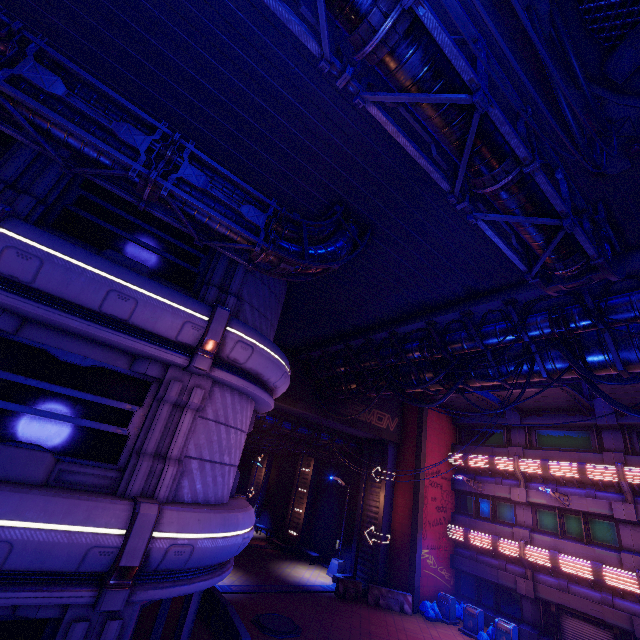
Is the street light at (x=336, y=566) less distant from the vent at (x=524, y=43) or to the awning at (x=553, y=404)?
the awning at (x=553, y=404)

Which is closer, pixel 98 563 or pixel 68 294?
pixel 98 563

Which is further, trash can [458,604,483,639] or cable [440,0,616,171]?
trash can [458,604,483,639]

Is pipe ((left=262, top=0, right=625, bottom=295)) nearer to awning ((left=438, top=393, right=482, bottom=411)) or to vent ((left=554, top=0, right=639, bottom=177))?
vent ((left=554, top=0, right=639, bottom=177))

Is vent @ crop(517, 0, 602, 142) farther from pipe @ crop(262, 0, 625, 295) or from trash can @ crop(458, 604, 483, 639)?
trash can @ crop(458, 604, 483, 639)

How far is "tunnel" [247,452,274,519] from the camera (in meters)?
34.14

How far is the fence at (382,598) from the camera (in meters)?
18.20

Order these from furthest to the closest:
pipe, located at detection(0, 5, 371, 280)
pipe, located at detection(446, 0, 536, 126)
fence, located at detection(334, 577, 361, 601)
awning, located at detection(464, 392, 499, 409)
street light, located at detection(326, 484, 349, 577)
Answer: street light, located at detection(326, 484, 349, 577)
awning, located at detection(464, 392, 499, 409)
fence, located at detection(334, 577, 361, 601)
pipe, located at detection(0, 5, 371, 280)
pipe, located at detection(446, 0, 536, 126)
